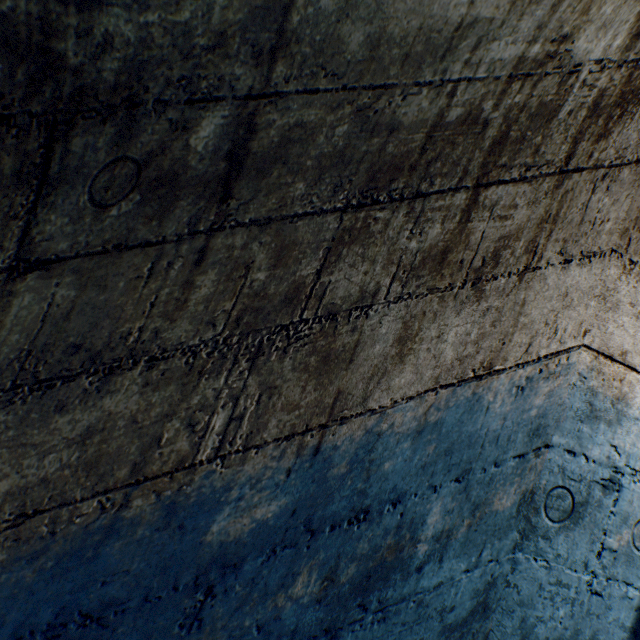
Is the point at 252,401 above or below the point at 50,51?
below
